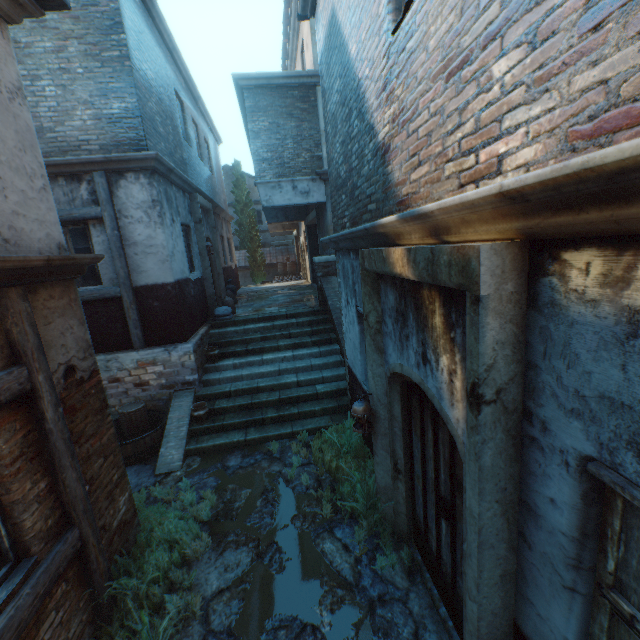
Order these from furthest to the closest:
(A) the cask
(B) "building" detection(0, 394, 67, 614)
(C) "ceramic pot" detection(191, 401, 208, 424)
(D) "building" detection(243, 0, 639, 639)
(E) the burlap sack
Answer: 1. (E) the burlap sack
2. (C) "ceramic pot" detection(191, 401, 208, 424)
3. (A) the cask
4. (B) "building" detection(0, 394, 67, 614)
5. (D) "building" detection(243, 0, 639, 639)

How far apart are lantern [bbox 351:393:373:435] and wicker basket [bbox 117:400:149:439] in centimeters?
510cm

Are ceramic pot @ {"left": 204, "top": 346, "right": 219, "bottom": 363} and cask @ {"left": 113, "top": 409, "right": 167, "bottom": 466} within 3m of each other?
yes

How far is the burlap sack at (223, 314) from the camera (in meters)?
9.53

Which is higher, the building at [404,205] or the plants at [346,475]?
the building at [404,205]

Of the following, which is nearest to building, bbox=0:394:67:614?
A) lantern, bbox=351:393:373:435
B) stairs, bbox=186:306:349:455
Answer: stairs, bbox=186:306:349:455

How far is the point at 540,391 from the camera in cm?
157

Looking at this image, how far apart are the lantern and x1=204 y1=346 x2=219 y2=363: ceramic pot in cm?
511
